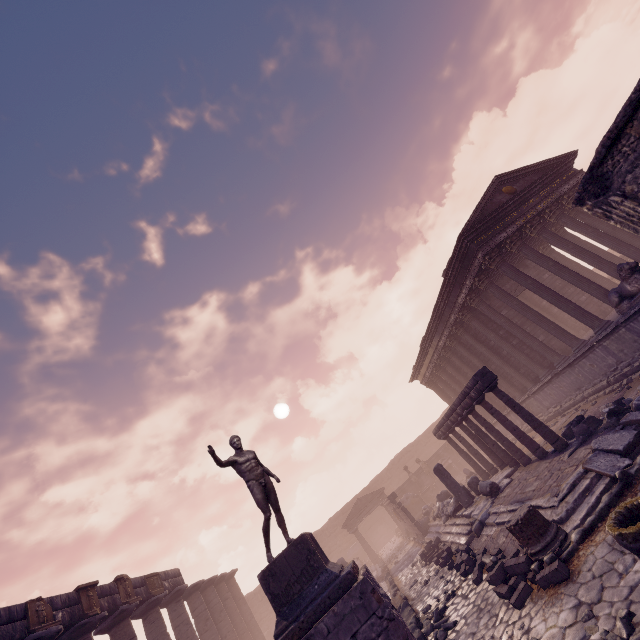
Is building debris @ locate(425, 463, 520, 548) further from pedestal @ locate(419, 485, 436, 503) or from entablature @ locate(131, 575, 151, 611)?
entablature @ locate(131, 575, 151, 611)

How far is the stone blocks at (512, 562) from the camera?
5.4 meters

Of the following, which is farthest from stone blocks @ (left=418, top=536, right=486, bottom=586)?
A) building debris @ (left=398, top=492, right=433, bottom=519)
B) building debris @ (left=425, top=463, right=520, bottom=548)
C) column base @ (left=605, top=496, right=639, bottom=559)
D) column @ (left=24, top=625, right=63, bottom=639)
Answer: building debris @ (left=398, top=492, right=433, bottom=519)

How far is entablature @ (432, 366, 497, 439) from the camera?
10.5m

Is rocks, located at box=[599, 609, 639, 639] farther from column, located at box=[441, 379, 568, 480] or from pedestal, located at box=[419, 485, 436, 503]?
pedestal, located at box=[419, 485, 436, 503]

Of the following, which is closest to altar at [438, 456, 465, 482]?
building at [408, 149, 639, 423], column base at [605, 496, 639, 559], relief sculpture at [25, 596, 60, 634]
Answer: building at [408, 149, 639, 423]

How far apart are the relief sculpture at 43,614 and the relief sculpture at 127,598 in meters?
3.5 m

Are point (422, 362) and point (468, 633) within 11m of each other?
no
